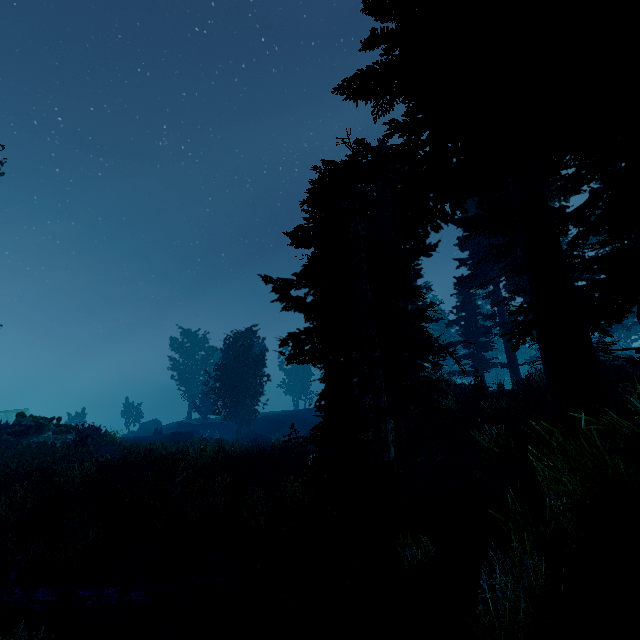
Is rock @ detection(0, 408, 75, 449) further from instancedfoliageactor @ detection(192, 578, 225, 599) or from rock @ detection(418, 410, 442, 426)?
rock @ detection(418, 410, 442, 426)

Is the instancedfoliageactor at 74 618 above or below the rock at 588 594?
below

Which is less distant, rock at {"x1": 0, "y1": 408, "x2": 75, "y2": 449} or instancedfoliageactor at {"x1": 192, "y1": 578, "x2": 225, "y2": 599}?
instancedfoliageactor at {"x1": 192, "y1": 578, "x2": 225, "y2": 599}

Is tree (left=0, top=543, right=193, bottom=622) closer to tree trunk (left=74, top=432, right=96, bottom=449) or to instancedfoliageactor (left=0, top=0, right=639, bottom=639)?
instancedfoliageactor (left=0, top=0, right=639, bottom=639)

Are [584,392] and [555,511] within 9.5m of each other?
yes

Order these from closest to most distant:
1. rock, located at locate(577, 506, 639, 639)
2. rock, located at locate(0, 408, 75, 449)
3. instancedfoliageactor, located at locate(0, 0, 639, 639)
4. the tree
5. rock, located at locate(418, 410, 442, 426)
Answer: instancedfoliageactor, located at locate(0, 0, 639, 639), rock, located at locate(577, 506, 639, 639), the tree, rock, located at locate(418, 410, 442, 426), rock, located at locate(0, 408, 75, 449)

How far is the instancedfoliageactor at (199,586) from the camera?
6.86m

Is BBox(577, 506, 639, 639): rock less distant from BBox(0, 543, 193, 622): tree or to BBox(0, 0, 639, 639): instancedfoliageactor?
BBox(0, 0, 639, 639): instancedfoliageactor
